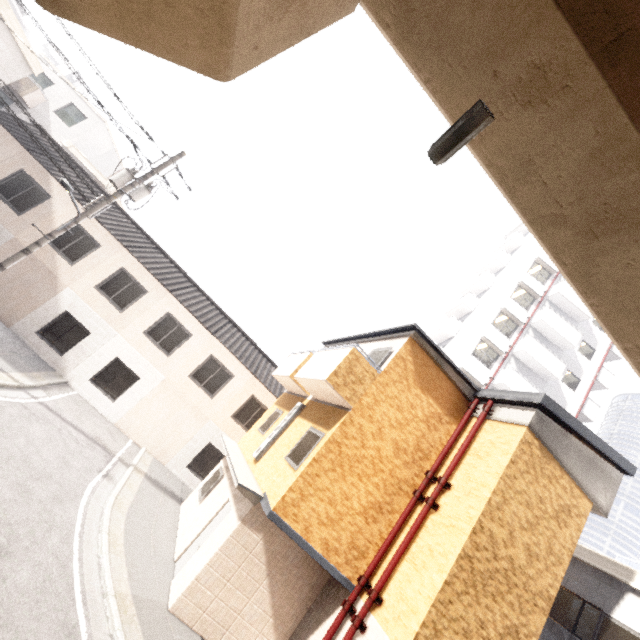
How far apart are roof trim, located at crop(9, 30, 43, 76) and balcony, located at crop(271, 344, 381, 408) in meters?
18.0

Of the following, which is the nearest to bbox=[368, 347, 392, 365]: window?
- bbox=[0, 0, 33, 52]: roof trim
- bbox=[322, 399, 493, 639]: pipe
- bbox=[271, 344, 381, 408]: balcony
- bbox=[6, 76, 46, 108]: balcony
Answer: bbox=[271, 344, 381, 408]: balcony

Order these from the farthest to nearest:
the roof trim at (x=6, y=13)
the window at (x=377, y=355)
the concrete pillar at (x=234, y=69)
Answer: the roof trim at (x=6, y=13) < the window at (x=377, y=355) < the concrete pillar at (x=234, y=69)

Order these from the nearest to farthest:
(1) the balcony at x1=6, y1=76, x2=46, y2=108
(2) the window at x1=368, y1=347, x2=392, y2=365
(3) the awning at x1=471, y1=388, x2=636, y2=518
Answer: (3) the awning at x1=471, y1=388, x2=636, y2=518 → (2) the window at x1=368, y1=347, x2=392, y2=365 → (1) the balcony at x1=6, y1=76, x2=46, y2=108

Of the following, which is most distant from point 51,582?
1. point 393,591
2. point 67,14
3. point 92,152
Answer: point 92,152

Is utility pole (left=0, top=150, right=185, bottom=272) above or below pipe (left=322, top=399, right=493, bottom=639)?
above

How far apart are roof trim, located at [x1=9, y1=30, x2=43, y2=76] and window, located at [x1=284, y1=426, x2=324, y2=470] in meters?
19.5

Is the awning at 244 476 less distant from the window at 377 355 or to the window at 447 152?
the window at 377 355
